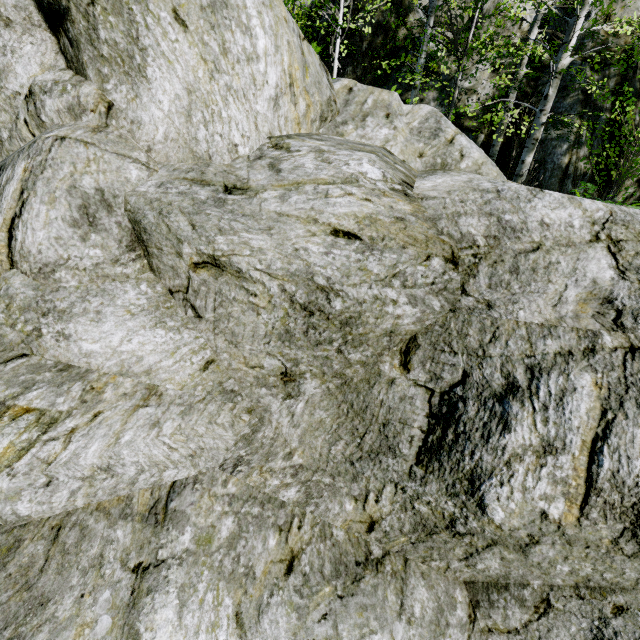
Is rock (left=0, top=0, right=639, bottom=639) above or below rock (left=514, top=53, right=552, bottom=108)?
below

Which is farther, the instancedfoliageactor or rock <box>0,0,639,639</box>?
the instancedfoliageactor

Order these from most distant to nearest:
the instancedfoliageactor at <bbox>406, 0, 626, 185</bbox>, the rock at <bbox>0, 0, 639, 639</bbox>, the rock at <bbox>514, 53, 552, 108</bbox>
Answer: the rock at <bbox>514, 53, 552, 108</bbox> → the instancedfoliageactor at <bbox>406, 0, 626, 185</bbox> → the rock at <bbox>0, 0, 639, 639</bbox>

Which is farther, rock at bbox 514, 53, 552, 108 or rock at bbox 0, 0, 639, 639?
rock at bbox 514, 53, 552, 108

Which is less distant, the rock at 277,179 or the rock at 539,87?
the rock at 277,179

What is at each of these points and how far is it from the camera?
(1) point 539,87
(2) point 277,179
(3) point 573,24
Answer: (1) rock, 9.77m
(2) rock, 3.12m
(3) instancedfoliageactor, 7.02m

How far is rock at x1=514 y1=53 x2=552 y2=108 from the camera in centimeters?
968cm

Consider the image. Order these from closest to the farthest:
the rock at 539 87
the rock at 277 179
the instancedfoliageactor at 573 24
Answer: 1. the rock at 277 179
2. the instancedfoliageactor at 573 24
3. the rock at 539 87
